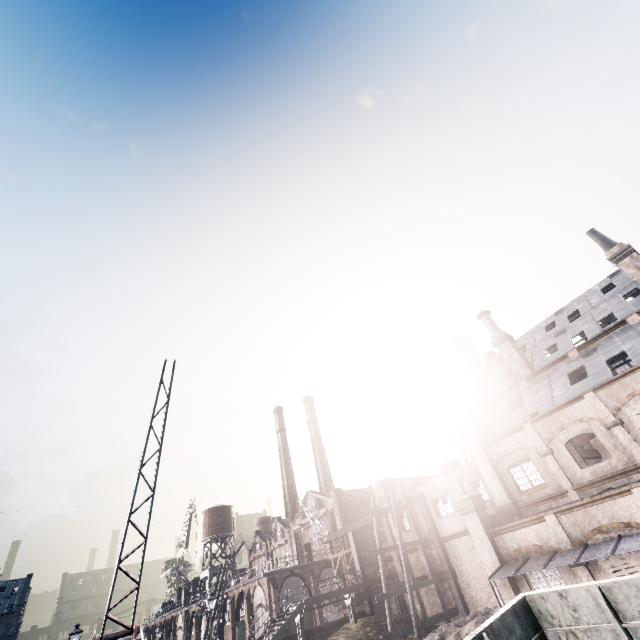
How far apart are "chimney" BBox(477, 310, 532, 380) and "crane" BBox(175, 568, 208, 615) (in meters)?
60.80

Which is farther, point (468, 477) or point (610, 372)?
point (468, 477)

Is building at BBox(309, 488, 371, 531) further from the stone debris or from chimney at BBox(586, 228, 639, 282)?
chimney at BBox(586, 228, 639, 282)

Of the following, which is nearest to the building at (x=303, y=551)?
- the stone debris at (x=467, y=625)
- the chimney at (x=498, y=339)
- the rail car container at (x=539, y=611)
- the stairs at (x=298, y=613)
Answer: the stairs at (x=298, y=613)

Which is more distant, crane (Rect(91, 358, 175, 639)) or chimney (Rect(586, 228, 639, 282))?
chimney (Rect(586, 228, 639, 282))

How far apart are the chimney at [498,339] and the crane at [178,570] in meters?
60.8 m

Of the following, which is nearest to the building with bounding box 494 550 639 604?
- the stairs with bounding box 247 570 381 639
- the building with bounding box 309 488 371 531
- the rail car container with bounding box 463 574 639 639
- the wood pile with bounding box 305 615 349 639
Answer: the stairs with bounding box 247 570 381 639

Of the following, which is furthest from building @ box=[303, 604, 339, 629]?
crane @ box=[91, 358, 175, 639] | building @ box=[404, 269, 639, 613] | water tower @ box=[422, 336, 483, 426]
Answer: crane @ box=[91, 358, 175, 639]
